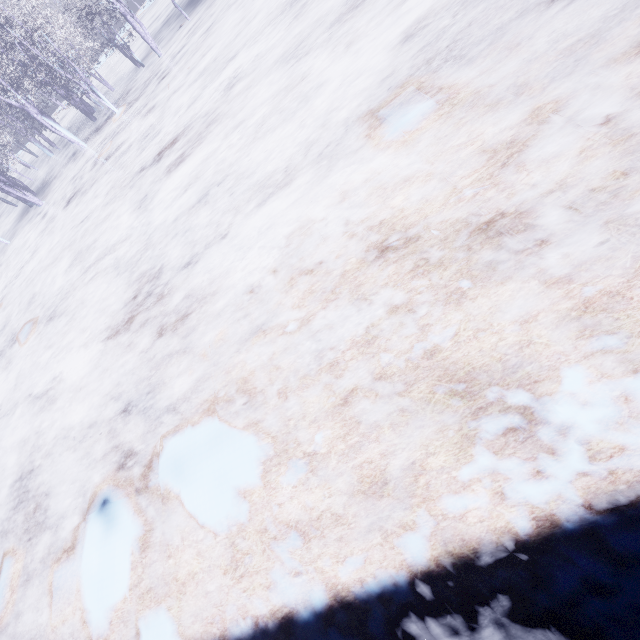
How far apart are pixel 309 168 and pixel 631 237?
3.88m
